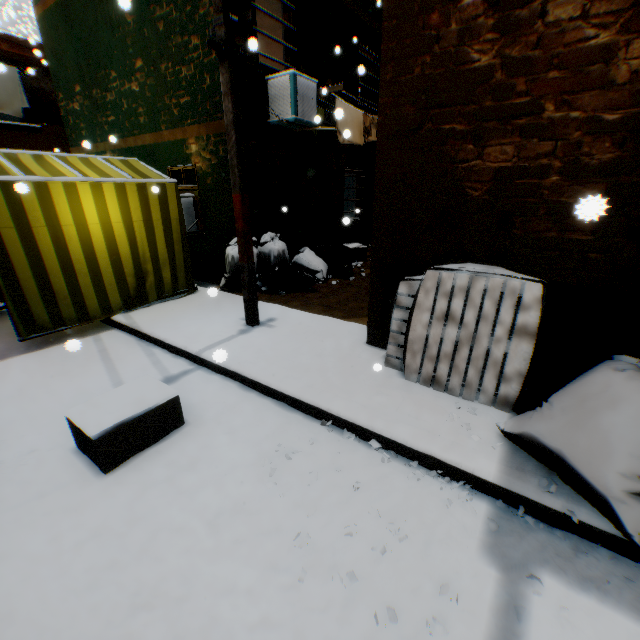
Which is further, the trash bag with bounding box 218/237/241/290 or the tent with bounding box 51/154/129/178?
the trash bag with bounding box 218/237/241/290

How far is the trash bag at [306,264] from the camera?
6.4 meters

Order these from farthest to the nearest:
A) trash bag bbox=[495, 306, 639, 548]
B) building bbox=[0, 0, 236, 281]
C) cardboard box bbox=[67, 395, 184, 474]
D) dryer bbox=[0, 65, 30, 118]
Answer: A: dryer bbox=[0, 65, 30, 118] → building bbox=[0, 0, 236, 281] → cardboard box bbox=[67, 395, 184, 474] → trash bag bbox=[495, 306, 639, 548]

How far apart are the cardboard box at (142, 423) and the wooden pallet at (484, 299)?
2.2m

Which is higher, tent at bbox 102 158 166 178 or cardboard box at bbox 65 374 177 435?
tent at bbox 102 158 166 178

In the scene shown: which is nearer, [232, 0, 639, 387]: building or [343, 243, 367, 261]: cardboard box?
[232, 0, 639, 387]: building

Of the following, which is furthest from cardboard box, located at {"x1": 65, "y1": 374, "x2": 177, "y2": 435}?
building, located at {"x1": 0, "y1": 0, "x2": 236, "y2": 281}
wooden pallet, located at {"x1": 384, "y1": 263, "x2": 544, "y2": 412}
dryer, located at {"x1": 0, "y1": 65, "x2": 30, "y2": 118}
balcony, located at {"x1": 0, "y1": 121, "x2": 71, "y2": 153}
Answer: dryer, located at {"x1": 0, "y1": 65, "x2": 30, "y2": 118}

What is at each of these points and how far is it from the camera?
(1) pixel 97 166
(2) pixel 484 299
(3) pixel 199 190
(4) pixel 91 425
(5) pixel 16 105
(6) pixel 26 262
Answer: (1) tent, 5.5m
(2) wooden pallet, 3.1m
(3) building, 7.0m
(4) cardboard box, 2.6m
(5) dryer, 11.5m
(6) tent, 4.4m
